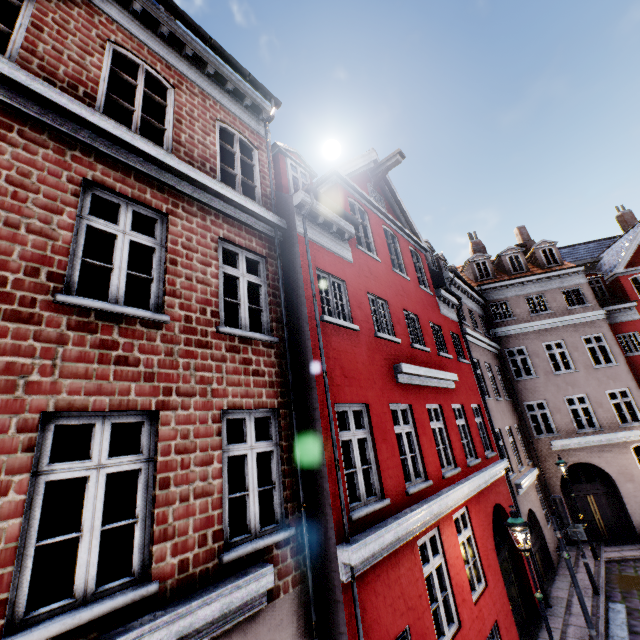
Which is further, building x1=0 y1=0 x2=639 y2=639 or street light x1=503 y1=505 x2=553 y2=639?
street light x1=503 y1=505 x2=553 y2=639

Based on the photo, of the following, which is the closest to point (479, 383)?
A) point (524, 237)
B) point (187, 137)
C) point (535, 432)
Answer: point (535, 432)

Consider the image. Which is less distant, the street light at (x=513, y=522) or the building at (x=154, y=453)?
the building at (x=154, y=453)
